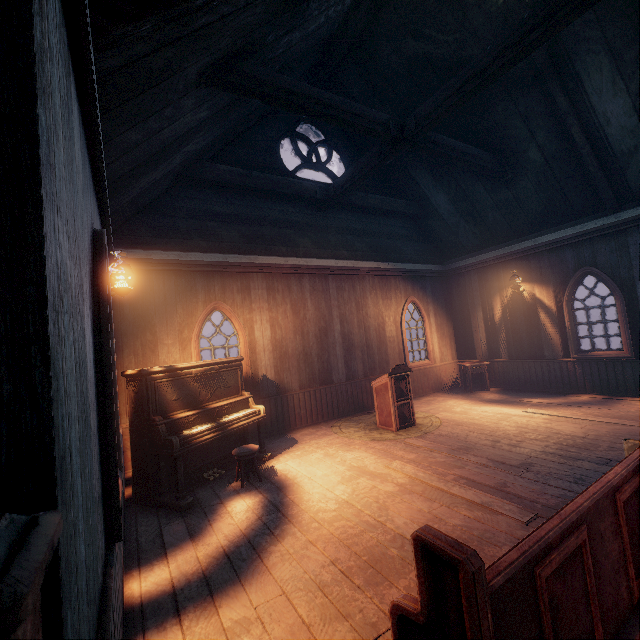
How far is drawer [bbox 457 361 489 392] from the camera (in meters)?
9.46

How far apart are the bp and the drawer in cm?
874

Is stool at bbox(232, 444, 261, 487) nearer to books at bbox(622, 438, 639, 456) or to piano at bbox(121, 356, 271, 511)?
piano at bbox(121, 356, 271, 511)

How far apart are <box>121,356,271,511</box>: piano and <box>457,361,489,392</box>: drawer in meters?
6.4

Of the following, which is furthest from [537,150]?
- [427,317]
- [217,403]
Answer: [217,403]

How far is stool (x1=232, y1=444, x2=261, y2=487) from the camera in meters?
4.7 m

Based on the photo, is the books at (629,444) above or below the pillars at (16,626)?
below

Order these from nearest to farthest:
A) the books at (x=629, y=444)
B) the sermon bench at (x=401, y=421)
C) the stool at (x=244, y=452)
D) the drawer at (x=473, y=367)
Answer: the books at (x=629, y=444), the stool at (x=244, y=452), the sermon bench at (x=401, y=421), the drawer at (x=473, y=367)
